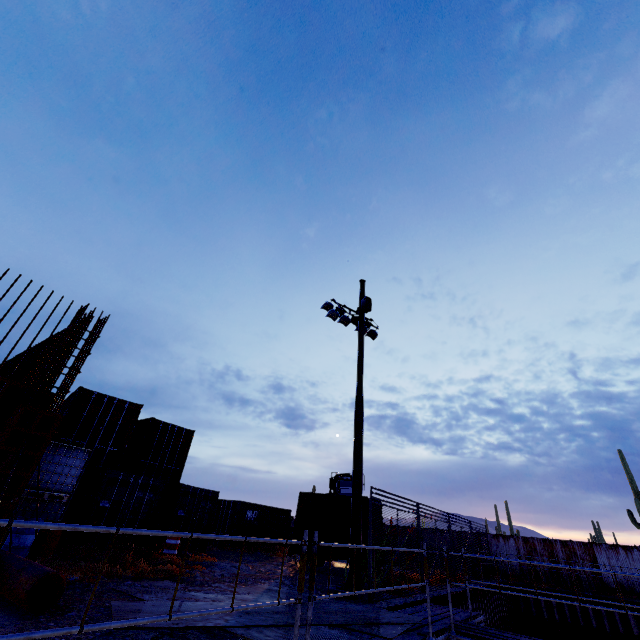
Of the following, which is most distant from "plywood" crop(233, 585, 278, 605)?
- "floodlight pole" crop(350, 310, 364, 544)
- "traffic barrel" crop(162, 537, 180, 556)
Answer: "traffic barrel" crop(162, 537, 180, 556)

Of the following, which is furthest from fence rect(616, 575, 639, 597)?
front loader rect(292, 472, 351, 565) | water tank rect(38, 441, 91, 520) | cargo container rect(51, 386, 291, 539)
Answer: water tank rect(38, 441, 91, 520)

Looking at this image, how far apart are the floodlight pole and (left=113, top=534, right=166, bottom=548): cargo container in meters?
8.1

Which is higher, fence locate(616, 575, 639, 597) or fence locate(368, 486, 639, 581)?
fence locate(368, 486, 639, 581)

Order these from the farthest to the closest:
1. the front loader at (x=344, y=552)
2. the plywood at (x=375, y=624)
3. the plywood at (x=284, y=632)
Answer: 1. the front loader at (x=344, y=552)
2. the plywood at (x=375, y=624)
3. the plywood at (x=284, y=632)

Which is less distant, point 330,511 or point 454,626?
point 454,626

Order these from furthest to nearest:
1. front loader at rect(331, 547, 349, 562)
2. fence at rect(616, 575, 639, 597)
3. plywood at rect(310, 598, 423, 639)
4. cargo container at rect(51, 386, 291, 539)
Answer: fence at rect(616, 575, 639, 597)
front loader at rect(331, 547, 349, 562)
cargo container at rect(51, 386, 291, 539)
plywood at rect(310, 598, 423, 639)

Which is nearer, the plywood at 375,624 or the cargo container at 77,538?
the plywood at 375,624
